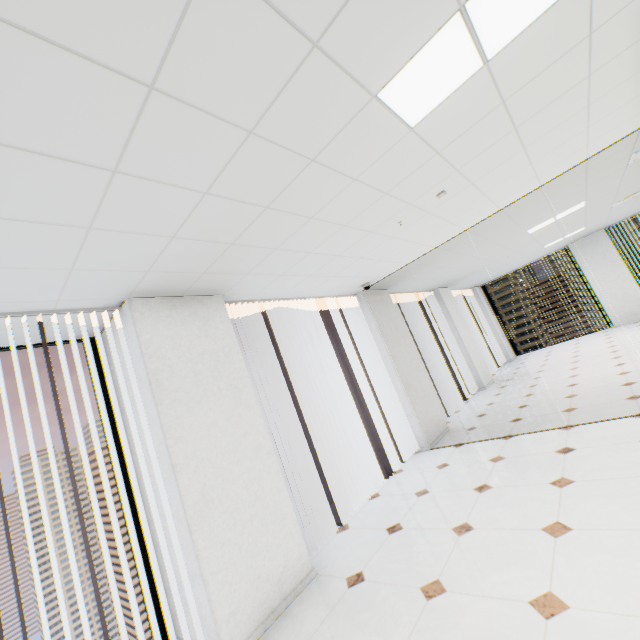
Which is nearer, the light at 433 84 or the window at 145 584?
the light at 433 84

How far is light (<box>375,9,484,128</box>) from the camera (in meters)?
1.58

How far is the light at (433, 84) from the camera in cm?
158

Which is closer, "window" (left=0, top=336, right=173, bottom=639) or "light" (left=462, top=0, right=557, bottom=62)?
"light" (left=462, top=0, right=557, bottom=62)

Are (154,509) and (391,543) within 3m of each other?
yes

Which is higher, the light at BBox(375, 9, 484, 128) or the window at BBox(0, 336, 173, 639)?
the light at BBox(375, 9, 484, 128)
